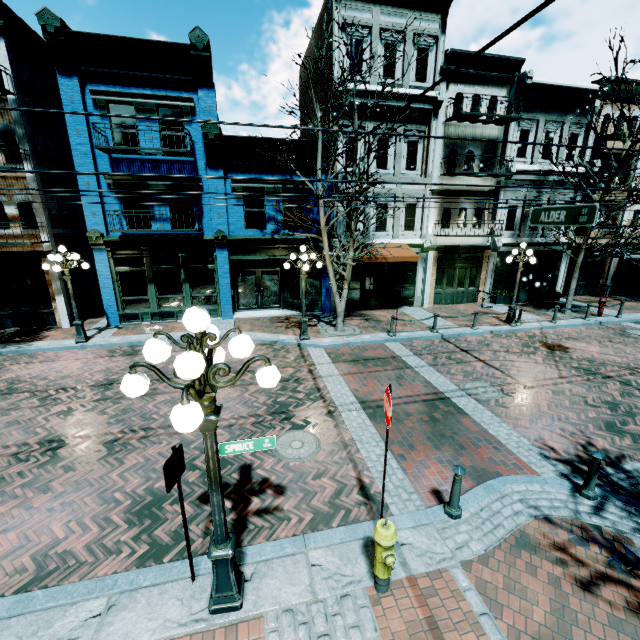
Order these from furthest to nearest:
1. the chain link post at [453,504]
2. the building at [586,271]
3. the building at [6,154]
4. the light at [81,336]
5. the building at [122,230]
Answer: the building at [586,271] < the building at [122,230] < the building at [6,154] < the light at [81,336] < the chain link post at [453,504]

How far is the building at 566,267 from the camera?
16.83m

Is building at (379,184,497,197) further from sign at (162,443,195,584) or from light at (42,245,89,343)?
sign at (162,443,195,584)

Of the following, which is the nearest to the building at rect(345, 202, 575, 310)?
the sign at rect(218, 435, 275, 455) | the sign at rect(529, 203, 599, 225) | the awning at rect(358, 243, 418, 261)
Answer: the awning at rect(358, 243, 418, 261)

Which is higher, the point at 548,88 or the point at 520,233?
the point at 548,88

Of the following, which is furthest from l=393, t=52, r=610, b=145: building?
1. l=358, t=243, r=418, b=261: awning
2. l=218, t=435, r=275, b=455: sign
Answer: l=218, t=435, r=275, b=455: sign

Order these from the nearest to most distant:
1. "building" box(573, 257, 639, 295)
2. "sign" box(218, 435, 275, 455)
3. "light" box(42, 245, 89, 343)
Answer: "sign" box(218, 435, 275, 455) < "light" box(42, 245, 89, 343) < "building" box(573, 257, 639, 295)

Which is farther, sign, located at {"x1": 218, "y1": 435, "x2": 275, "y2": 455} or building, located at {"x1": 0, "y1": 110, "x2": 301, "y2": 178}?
building, located at {"x1": 0, "y1": 110, "x2": 301, "y2": 178}
